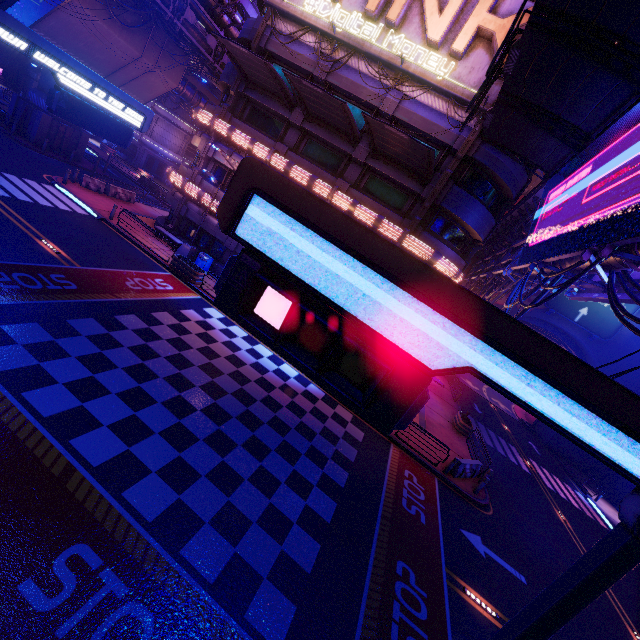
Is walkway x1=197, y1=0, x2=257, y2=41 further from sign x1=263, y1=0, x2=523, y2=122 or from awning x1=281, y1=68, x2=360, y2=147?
awning x1=281, y1=68, x2=360, y2=147

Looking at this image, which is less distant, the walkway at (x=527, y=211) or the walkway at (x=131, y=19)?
the walkway at (x=527, y=211)

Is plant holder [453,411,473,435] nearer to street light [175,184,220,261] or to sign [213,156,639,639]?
sign [213,156,639,639]

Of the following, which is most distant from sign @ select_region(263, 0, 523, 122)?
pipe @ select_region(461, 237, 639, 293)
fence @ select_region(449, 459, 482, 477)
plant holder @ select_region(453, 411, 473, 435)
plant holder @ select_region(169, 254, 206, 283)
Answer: plant holder @ select_region(453, 411, 473, 435)

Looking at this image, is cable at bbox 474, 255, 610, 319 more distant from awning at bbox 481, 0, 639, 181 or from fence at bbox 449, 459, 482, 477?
fence at bbox 449, 459, 482, 477

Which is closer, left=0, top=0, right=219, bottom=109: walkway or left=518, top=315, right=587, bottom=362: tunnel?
left=0, top=0, right=219, bottom=109: walkway

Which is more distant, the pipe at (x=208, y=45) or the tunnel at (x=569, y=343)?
the tunnel at (x=569, y=343)

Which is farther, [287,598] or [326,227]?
[287,598]
